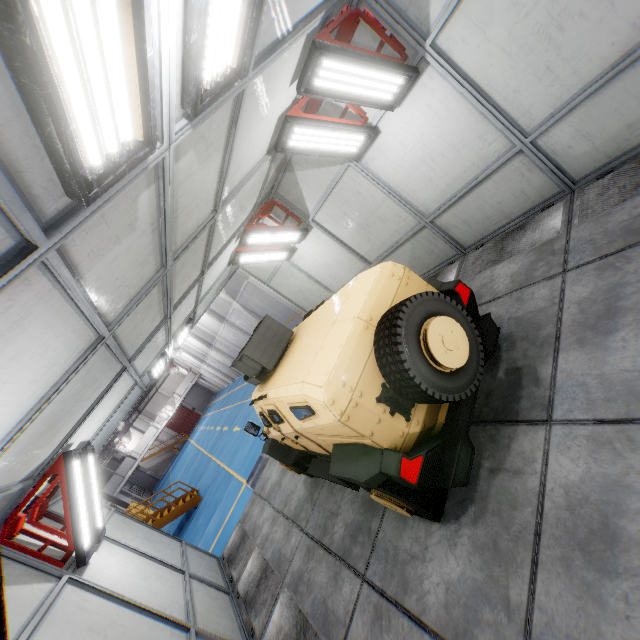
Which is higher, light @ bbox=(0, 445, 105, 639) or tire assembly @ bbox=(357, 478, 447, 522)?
light @ bbox=(0, 445, 105, 639)

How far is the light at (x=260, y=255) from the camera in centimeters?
729cm

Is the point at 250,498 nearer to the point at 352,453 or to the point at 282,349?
the point at 282,349

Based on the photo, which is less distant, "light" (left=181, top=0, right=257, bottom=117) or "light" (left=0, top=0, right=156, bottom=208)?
"light" (left=0, top=0, right=156, bottom=208)

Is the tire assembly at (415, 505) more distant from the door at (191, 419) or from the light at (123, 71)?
the door at (191, 419)

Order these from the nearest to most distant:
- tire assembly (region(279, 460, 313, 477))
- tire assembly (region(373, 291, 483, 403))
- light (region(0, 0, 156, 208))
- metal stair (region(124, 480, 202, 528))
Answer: light (region(0, 0, 156, 208))
tire assembly (region(373, 291, 483, 403))
tire assembly (region(279, 460, 313, 477))
metal stair (region(124, 480, 202, 528))

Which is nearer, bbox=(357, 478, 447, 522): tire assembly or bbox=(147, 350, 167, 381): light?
bbox=(357, 478, 447, 522): tire assembly

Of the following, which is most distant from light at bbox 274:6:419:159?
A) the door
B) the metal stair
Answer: the door
